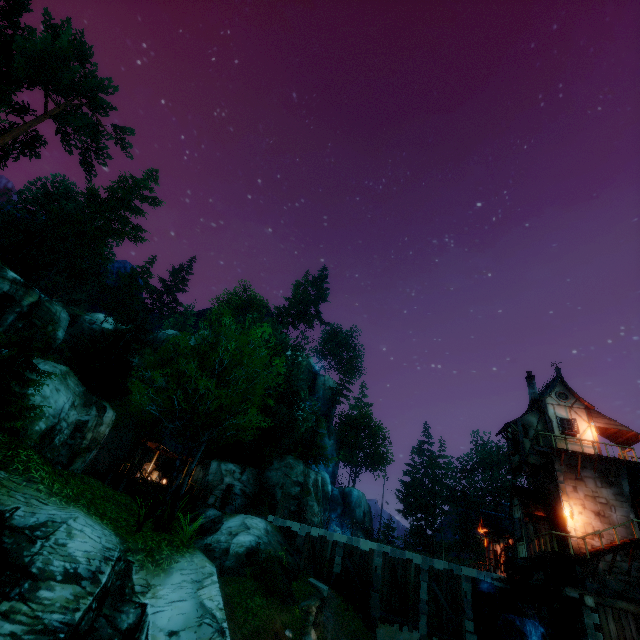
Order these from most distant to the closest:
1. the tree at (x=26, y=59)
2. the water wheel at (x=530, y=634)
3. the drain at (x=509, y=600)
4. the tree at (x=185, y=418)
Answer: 1. the tree at (x=26, y=59)
2. the drain at (x=509, y=600)
3. the water wheel at (x=530, y=634)
4. the tree at (x=185, y=418)

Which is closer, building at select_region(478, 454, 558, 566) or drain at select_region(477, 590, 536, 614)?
drain at select_region(477, 590, 536, 614)

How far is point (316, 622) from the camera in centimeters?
2025cm

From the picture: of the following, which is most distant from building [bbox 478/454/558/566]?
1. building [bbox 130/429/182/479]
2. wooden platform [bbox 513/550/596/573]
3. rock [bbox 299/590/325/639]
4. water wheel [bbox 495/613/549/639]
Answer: building [bbox 130/429/182/479]

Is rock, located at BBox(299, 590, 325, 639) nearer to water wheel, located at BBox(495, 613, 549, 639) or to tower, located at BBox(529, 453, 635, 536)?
water wheel, located at BBox(495, 613, 549, 639)

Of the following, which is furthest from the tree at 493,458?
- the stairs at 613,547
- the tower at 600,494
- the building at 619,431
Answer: the stairs at 613,547

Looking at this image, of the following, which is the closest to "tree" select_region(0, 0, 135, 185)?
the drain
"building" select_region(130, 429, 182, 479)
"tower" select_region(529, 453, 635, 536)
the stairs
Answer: "building" select_region(130, 429, 182, 479)

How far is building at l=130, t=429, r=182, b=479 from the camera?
30.2 meters
